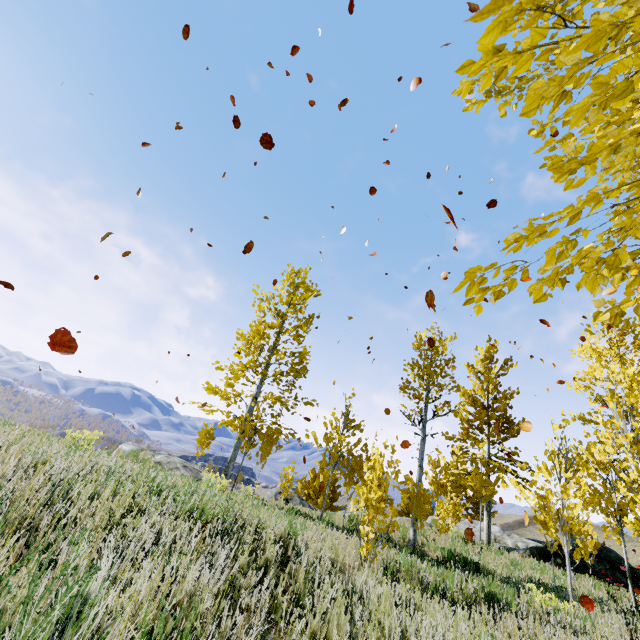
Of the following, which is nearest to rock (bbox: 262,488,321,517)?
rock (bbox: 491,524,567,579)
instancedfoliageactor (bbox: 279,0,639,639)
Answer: instancedfoliageactor (bbox: 279,0,639,639)

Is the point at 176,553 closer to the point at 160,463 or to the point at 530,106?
the point at 530,106

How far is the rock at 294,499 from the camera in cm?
1250

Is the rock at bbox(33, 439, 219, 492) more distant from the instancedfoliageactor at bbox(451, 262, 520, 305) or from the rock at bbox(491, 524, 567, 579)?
the rock at bbox(491, 524, 567, 579)

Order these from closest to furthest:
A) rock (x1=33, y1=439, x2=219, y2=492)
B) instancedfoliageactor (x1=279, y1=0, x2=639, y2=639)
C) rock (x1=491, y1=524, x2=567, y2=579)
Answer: instancedfoliageactor (x1=279, y1=0, x2=639, y2=639) < rock (x1=33, y1=439, x2=219, y2=492) < rock (x1=491, y1=524, x2=567, y2=579)

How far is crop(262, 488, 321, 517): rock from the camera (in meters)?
12.50
